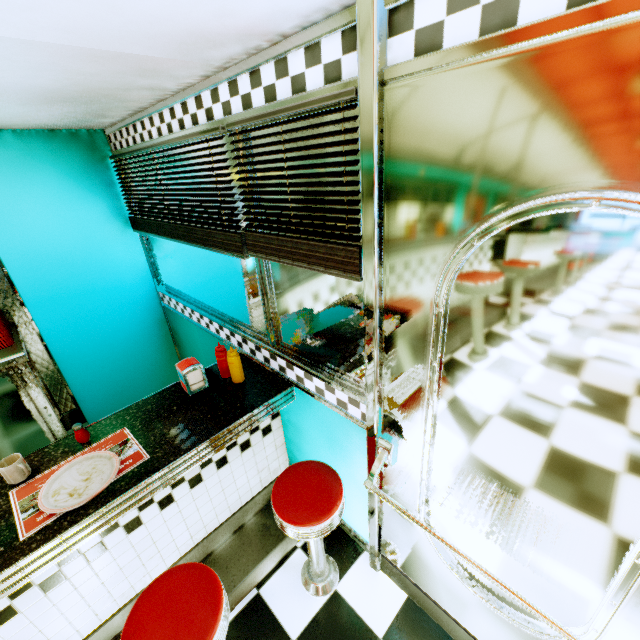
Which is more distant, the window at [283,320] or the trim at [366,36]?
the window at [283,320]

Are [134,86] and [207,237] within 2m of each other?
yes

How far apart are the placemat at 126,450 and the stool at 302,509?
0.6 meters

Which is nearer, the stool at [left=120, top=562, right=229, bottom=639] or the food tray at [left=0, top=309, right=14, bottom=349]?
the stool at [left=120, top=562, right=229, bottom=639]

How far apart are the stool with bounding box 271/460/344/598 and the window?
0.52m

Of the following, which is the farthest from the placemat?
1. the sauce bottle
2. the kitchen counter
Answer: the kitchen counter

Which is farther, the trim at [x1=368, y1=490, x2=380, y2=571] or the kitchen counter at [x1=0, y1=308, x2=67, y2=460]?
the kitchen counter at [x1=0, y1=308, x2=67, y2=460]

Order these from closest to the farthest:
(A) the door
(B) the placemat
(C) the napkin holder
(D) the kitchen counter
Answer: (A) the door
(B) the placemat
(C) the napkin holder
(D) the kitchen counter
